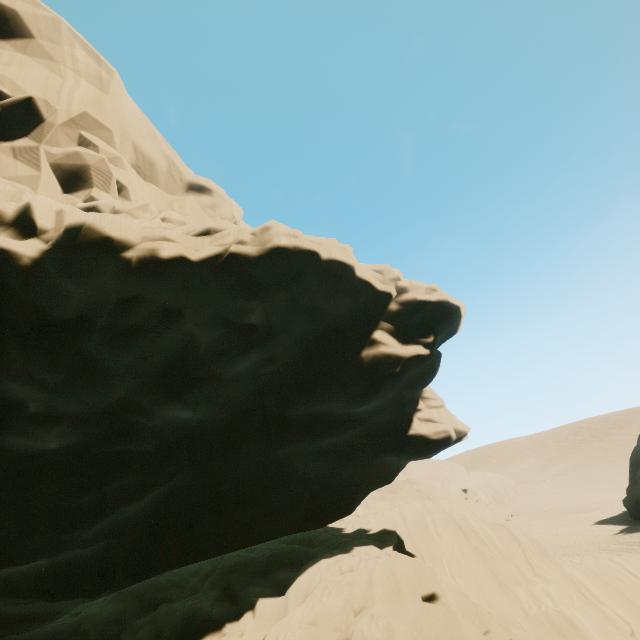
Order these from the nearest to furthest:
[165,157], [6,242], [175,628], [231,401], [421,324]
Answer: [6,242] → [175,628] → [231,401] → [421,324] → [165,157]
